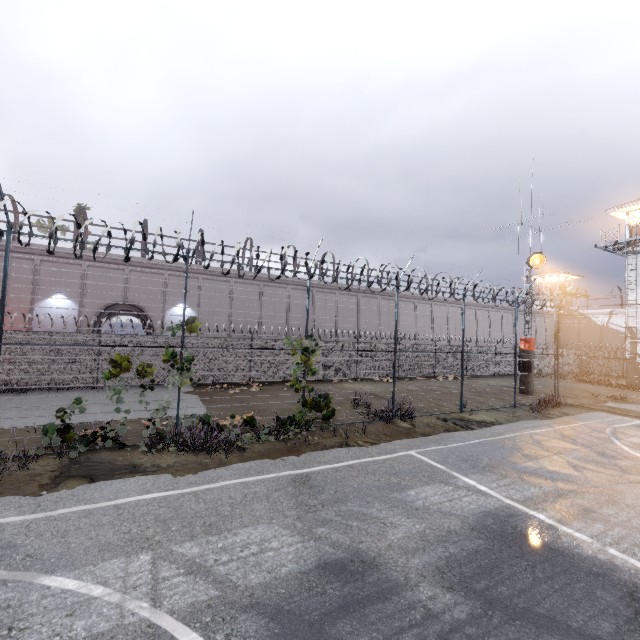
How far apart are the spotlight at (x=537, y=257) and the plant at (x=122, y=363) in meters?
22.9 m

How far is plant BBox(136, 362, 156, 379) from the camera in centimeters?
874cm

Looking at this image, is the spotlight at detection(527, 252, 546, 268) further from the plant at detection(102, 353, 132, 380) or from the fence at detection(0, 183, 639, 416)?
the plant at detection(102, 353, 132, 380)

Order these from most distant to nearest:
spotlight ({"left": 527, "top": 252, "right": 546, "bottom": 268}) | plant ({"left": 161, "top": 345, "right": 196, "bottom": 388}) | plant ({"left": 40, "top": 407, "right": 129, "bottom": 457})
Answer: spotlight ({"left": 527, "top": 252, "right": 546, "bottom": 268}) < plant ({"left": 161, "top": 345, "right": 196, "bottom": 388}) < plant ({"left": 40, "top": 407, "right": 129, "bottom": 457})

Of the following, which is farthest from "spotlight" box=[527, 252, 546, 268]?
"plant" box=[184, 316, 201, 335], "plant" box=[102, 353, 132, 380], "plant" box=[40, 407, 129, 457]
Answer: "plant" box=[40, 407, 129, 457]

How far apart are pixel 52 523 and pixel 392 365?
22.50m

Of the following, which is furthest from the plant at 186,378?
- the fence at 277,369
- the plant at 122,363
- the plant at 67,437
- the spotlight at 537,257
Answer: the spotlight at 537,257

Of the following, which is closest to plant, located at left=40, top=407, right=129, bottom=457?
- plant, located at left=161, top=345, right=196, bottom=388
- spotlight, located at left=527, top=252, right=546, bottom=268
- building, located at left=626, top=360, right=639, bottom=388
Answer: plant, located at left=161, top=345, right=196, bottom=388
